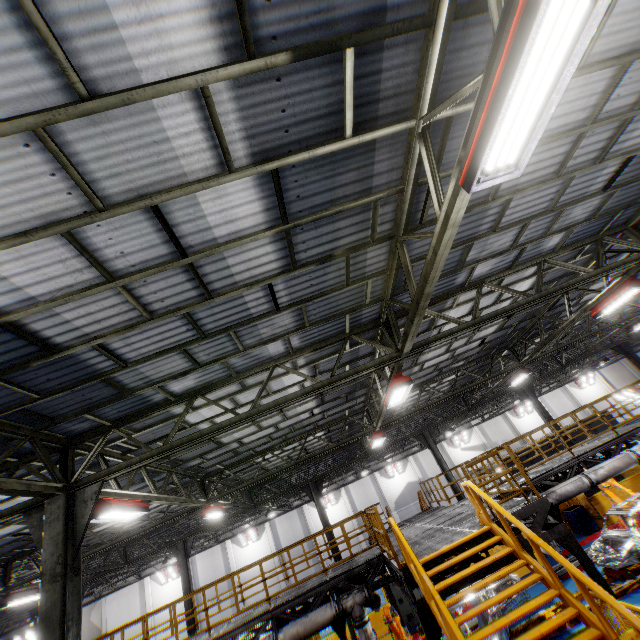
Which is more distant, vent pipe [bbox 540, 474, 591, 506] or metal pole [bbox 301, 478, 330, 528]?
metal pole [bbox 301, 478, 330, 528]

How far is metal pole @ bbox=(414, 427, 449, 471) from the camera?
19.7m

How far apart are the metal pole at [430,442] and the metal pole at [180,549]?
14.56m

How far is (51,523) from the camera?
5.96m

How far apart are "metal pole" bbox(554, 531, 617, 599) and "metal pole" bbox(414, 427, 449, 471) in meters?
11.9 m

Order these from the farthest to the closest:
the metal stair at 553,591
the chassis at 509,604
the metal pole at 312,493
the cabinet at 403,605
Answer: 1. the metal pole at 312,493
2. the cabinet at 403,605
3. the chassis at 509,604
4. the metal stair at 553,591

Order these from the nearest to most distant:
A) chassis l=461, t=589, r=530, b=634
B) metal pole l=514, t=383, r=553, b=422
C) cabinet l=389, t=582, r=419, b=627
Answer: chassis l=461, t=589, r=530, b=634
cabinet l=389, t=582, r=419, b=627
metal pole l=514, t=383, r=553, b=422

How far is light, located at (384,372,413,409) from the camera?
8.19m
